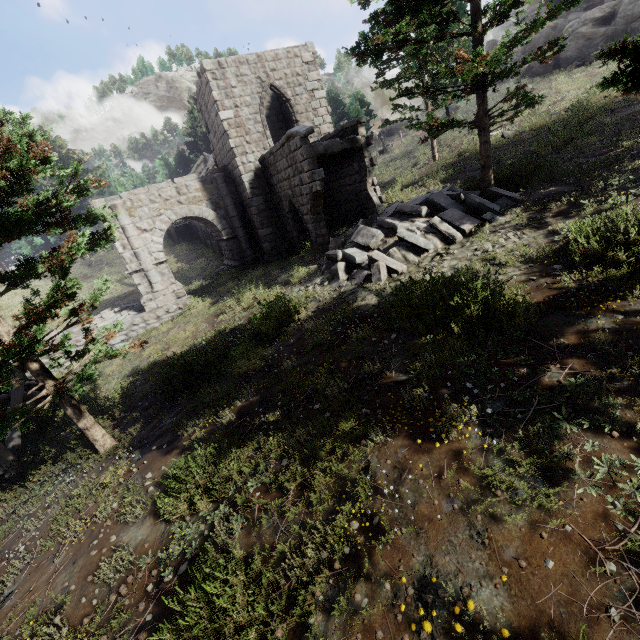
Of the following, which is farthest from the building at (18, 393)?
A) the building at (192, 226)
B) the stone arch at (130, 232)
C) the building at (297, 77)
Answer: the building at (192, 226)

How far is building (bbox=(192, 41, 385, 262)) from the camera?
13.69m

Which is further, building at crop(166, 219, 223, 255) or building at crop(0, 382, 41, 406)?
building at crop(166, 219, 223, 255)

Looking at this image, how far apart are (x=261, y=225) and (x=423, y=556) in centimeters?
1713cm

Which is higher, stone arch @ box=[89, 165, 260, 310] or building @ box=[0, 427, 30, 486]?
stone arch @ box=[89, 165, 260, 310]

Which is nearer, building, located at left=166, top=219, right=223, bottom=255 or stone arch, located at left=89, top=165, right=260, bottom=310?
stone arch, located at left=89, top=165, right=260, bottom=310

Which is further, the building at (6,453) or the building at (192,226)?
the building at (192,226)

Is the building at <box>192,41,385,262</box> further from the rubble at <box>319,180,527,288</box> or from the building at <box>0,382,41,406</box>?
the building at <box>0,382,41,406</box>
